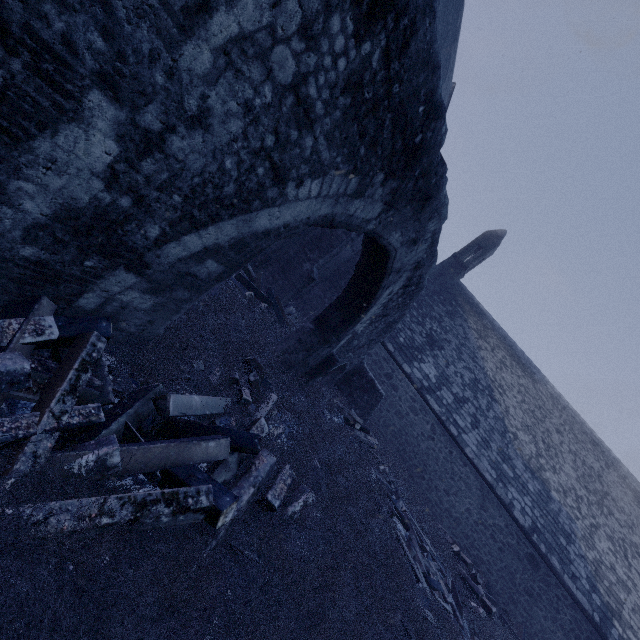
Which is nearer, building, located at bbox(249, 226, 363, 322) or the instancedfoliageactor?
the instancedfoliageactor

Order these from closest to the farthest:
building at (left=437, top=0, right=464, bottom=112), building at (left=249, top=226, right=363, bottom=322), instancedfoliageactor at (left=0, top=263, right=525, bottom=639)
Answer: instancedfoliageactor at (left=0, top=263, right=525, bottom=639) → building at (left=437, top=0, right=464, bottom=112) → building at (left=249, top=226, right=363, bottom=322)

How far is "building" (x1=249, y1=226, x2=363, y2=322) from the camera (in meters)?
11.55

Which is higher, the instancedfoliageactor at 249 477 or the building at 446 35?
the building at 446 35

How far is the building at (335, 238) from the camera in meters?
11.5

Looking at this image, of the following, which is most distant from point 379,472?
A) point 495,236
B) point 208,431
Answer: point 495,236

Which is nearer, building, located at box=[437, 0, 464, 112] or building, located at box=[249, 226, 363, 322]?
building, located at box=[437, 0, 464, 112]
